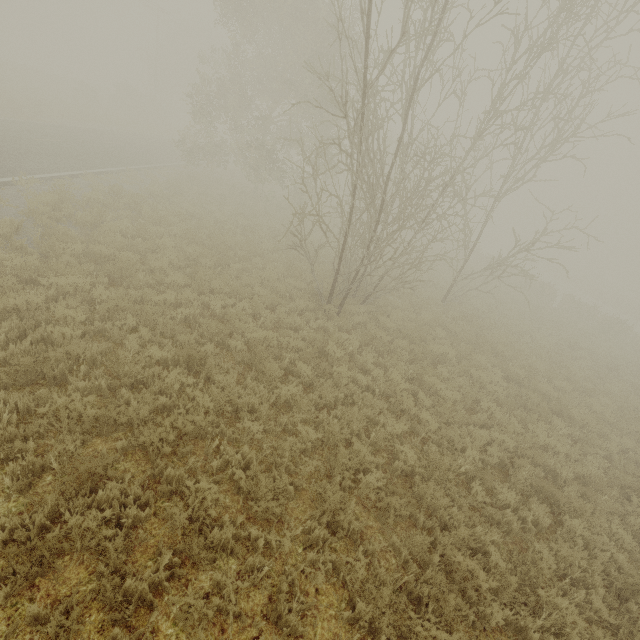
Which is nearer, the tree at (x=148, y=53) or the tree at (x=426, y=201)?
the tree at (x=426, y=201)

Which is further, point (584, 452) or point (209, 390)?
point (584, 452)

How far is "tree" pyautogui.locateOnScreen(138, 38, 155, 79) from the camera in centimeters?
4028cm

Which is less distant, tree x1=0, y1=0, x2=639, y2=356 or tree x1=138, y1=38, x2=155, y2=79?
tree x1=0, y1=0, x2=639, y2=356

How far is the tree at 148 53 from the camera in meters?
40.3 m
